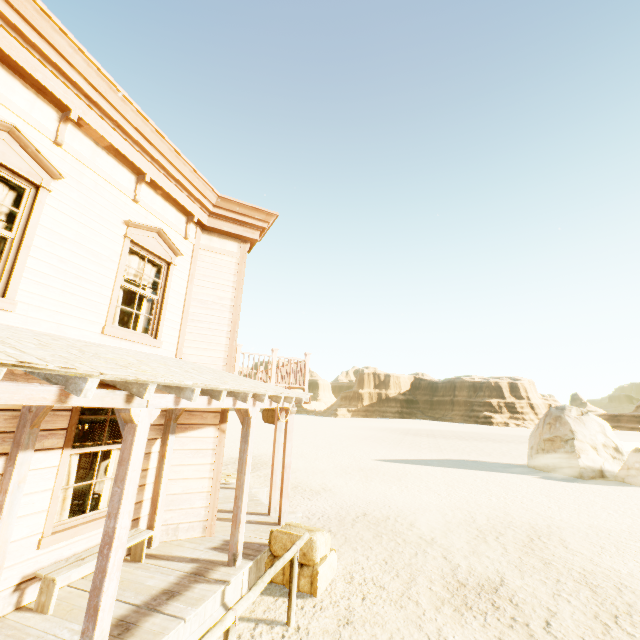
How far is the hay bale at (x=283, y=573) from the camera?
5.6 meters

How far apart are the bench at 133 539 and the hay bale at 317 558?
2.02m

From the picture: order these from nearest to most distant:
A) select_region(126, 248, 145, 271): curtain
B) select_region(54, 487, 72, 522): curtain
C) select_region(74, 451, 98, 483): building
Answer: select_region(54, 487, 72, 522): curtain → select_region(126, 248, 145, 271): curtain → select_region(74, 451, 98, 483): building

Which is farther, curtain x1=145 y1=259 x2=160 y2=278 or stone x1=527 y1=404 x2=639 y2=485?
stone x1=527 y1=404 x2=639 y2=485

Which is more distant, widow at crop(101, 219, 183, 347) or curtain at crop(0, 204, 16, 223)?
widow at crop(101, 219, 183, 347)

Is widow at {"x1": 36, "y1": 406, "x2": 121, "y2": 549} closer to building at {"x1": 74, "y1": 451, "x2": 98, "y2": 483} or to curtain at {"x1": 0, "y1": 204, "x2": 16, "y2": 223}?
building at {"x1": 74, "y1": 451, "x2": 98, "y2": 483}

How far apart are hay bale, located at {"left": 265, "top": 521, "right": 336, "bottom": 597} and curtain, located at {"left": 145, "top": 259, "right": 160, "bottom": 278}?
4.4 meters

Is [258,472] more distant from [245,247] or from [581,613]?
[581,613]
